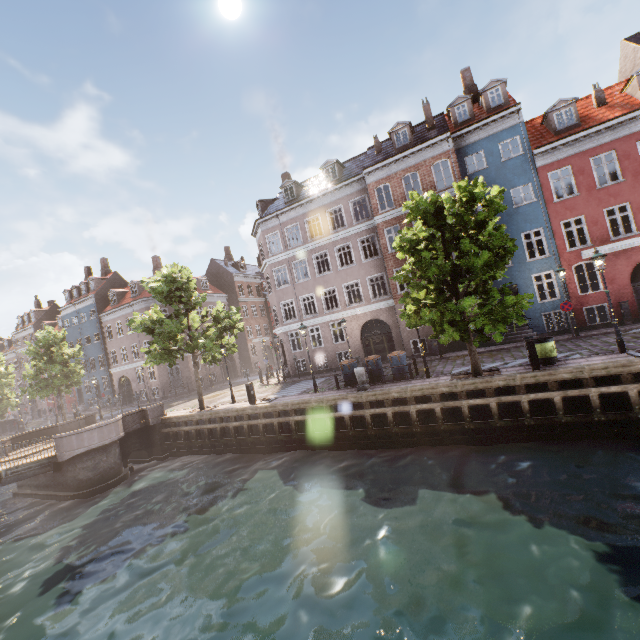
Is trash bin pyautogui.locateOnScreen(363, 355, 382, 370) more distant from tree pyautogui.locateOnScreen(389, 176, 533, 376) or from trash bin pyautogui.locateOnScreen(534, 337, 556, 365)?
trash bin pyautogui.locateOnScreen(534, 337, 556, 365)

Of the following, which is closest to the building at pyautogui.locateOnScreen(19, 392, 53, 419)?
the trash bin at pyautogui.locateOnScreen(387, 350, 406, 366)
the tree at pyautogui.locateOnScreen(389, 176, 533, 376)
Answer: the tree at pyautogui.locateOnScreen(389, 176, 533, 376)

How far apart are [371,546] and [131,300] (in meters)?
36.62

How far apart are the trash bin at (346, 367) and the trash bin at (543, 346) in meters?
8.1 m

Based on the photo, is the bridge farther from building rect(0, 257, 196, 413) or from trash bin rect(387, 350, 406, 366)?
trash bin rect(387, 350, 406, 366)

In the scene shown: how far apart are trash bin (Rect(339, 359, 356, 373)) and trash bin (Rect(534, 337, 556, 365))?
8.1 meters

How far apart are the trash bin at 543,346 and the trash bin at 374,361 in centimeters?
672cm

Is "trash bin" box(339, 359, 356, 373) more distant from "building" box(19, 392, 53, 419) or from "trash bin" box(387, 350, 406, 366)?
"building" box(19, 392, 53, 419)
